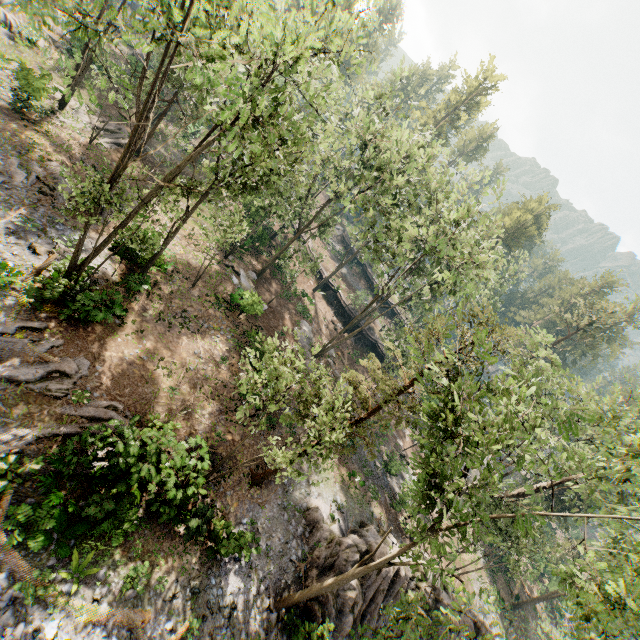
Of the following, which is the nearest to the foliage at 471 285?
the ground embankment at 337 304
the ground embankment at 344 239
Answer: the ground embankment at 337 304

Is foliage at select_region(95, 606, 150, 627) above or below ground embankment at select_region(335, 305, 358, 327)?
below

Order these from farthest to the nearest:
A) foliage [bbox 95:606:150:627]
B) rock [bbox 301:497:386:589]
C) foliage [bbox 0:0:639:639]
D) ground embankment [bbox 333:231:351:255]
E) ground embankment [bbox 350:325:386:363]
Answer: ground embankment [bbox 333:231:351:255] < ground embankment [bbox 350:325:386:363] < rock [bbox 301:497:386:589] < foliage [bbox 95:606:150:627] < foliage [bbox 0:0:639:639]

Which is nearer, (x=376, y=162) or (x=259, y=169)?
(x=259, y=169)

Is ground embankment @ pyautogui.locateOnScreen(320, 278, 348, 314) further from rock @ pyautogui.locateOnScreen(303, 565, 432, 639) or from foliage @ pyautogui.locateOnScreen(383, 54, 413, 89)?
rock @ pyautogui.locateOnScreen(303, 565, 432, 639)

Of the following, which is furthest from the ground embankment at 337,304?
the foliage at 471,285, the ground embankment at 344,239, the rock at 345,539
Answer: the rock at 345,539

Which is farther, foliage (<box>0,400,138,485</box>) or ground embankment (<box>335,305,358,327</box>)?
ground embankment (<box>335,305,358,327</box>)

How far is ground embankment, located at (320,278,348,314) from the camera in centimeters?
4281cm
